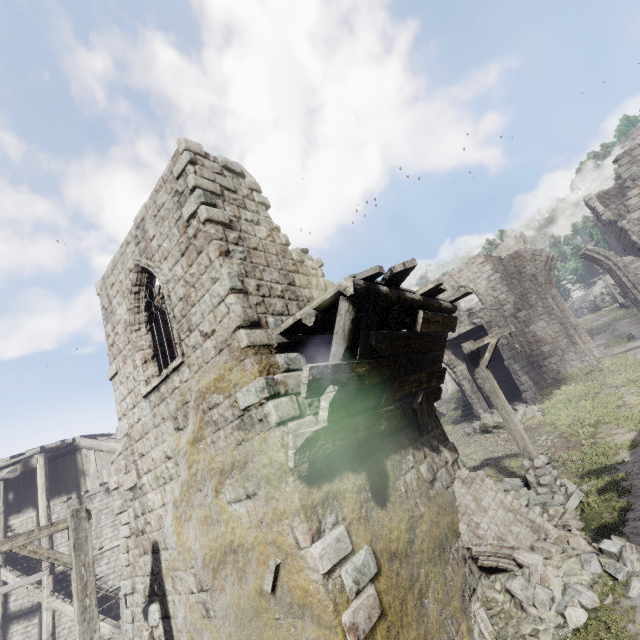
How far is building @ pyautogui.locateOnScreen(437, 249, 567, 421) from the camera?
20.4m

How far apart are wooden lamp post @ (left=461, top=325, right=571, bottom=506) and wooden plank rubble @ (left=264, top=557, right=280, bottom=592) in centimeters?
734cm

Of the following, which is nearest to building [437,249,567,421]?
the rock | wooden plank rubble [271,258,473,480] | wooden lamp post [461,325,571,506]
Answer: wooden plank rubble [271,258,473,480]

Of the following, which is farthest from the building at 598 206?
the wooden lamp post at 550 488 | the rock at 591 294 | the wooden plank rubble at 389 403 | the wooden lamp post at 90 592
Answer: the rock at 591 294

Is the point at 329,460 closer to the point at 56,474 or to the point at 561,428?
the point at 561,428

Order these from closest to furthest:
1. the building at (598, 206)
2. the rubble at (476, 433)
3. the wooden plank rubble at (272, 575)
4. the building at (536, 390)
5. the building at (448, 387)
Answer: the wooden plank rubble at (272, 575)
the rubble at (476, 433)
the building at (598, 206)
the building at (536, 390)
the building at (448, 387)

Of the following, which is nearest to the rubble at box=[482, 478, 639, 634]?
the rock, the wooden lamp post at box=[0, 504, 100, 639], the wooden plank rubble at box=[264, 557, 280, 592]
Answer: the wooden plank rubble at box=[264, 557, 280, 592]

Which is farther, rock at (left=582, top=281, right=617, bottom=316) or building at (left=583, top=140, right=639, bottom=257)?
rock at (left=582, top=281, right=617, bottom=316)
